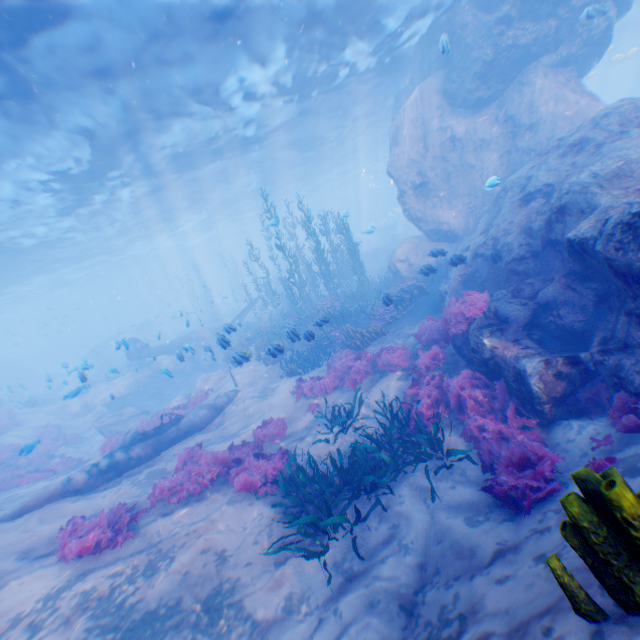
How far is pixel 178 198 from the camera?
27.45m

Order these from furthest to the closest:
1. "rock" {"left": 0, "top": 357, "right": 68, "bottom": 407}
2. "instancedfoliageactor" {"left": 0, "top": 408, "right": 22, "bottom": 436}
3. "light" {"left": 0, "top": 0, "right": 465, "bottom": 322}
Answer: "rock" {"left": 0, "top": 357, "right": 68, "bottom": 407} → "instancedfoliageactor" {"left": 0, "top": 408, "right": 22, "bottom": 436} → "light" {"left": 0, "top": 0, "right": 465, "bottom": 322}

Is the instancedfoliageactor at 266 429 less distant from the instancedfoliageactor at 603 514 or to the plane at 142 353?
the plane at 142 353

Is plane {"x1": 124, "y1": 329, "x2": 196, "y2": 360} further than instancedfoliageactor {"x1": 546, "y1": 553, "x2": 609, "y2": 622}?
Yes

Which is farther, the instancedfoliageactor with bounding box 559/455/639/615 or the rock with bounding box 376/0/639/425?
the rock with bounding box 376/0/639/425

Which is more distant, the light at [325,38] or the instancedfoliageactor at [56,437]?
the instancedfoliageactor at [56,437]

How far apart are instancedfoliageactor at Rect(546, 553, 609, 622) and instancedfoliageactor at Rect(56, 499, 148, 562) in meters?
7.7
